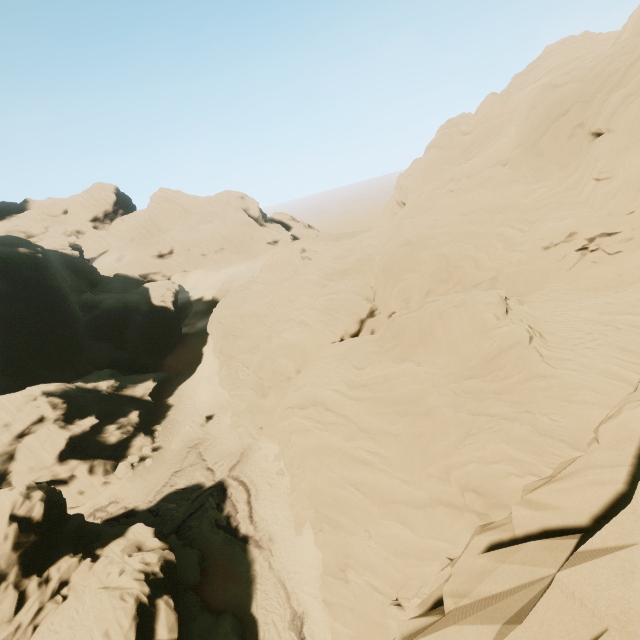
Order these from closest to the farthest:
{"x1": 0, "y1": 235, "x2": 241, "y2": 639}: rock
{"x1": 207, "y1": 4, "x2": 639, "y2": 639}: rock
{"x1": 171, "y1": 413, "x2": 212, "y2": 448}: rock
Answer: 1. {"x1": 207, "y1": 4, "x2": 639, "y2": 639}: rock
2. {"x1": 0, "y1": 235, "x2": 241, "y2": 639}: rock
3. {"x1": 171, "y1": 413, "x2": 212, "y2": 448}: rock

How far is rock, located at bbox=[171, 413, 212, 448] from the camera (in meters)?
37.16

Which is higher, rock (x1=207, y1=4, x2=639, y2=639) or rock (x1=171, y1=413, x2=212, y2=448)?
rock (x1=207, y1=4, x2=639, y2=639)

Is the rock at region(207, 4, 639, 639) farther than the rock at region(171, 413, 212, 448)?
No

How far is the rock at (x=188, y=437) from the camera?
37.2 meters

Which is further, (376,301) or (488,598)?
(376,301)

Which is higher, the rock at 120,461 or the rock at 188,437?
the rock at 120,461
